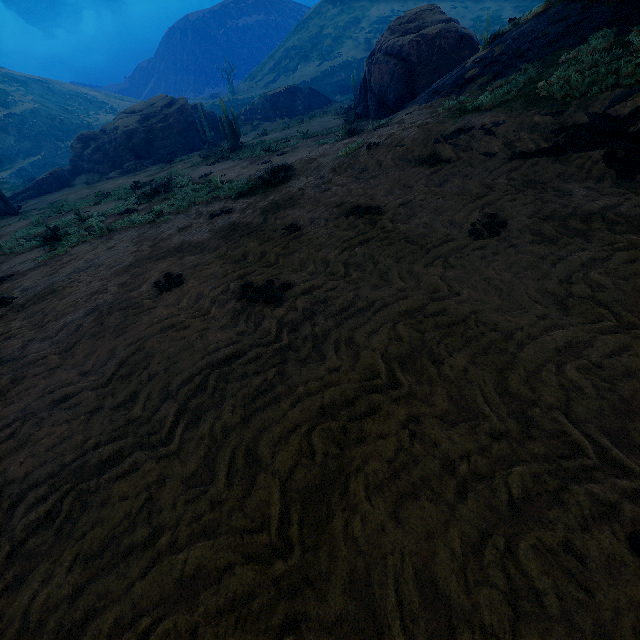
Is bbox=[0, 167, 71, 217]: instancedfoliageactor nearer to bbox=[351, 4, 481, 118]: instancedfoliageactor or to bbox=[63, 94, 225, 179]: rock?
bbox=[63, 94, 225, 179]: rock

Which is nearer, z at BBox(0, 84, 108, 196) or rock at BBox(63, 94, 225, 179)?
rock at BBox(63, 94, 225, 179)

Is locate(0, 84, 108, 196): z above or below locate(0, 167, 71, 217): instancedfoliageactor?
above

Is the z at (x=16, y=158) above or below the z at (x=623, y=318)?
above

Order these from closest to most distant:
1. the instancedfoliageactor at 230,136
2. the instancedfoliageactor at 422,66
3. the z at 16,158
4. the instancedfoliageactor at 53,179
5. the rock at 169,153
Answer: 1. the instancedfoliageactor at 422,66
2. the instancedfoliageactor at 230,136
3. the instancedfoliageactor at 53,179
4. the rock at 169,153
5. the z at 16,158

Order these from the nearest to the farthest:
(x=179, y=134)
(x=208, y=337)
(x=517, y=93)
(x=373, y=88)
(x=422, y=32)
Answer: (x=208, y=337)
(x=517, y=93)
(x=422, y=32)
(x=373, y=88)
(x=179, y=134)

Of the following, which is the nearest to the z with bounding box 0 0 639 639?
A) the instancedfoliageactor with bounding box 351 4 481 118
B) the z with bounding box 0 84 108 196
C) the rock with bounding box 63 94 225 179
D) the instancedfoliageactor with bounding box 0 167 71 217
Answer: the instancedfoliageactor with bounding box 0 167 71 217

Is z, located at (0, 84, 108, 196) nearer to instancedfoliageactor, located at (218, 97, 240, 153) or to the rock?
the rock
